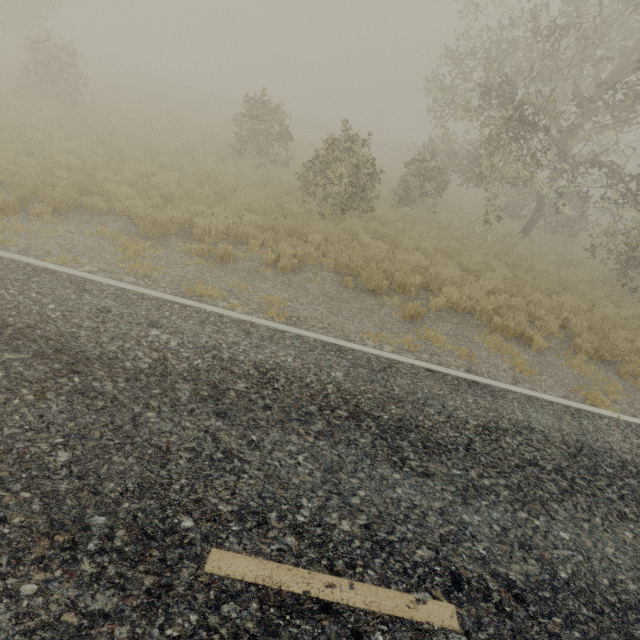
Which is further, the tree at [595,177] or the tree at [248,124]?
the tree at [248,124]

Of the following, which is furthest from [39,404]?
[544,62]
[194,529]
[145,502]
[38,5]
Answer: [38,5]

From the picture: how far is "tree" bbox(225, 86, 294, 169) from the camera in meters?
14.7

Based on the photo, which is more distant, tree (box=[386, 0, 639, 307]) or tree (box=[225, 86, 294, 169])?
tree (box=[225, 86, 294, 169])

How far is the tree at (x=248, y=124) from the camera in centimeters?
1466cm
